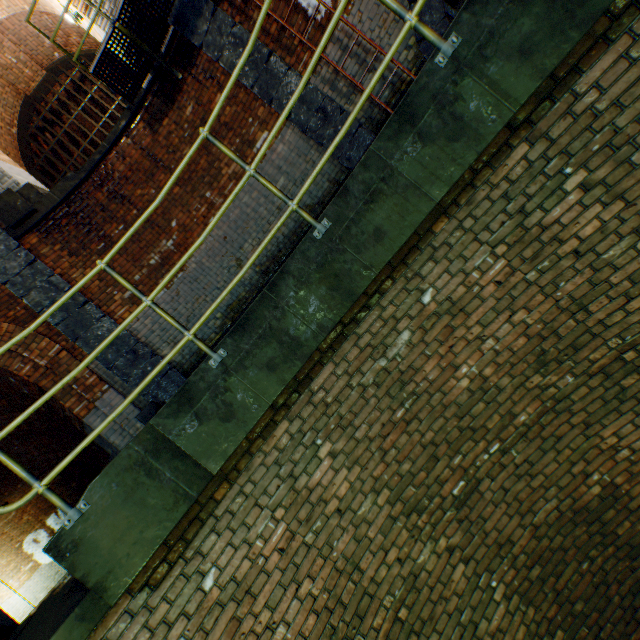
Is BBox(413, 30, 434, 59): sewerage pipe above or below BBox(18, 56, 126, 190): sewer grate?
below

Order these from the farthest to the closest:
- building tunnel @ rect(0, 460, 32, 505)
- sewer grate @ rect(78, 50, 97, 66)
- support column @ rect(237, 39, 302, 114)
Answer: building tunnel @ rect(0, 460, 32, 505) → sewer grate @ rect(78, 50, 97, 66) → support column @ rect(237, 39, 302, 114)

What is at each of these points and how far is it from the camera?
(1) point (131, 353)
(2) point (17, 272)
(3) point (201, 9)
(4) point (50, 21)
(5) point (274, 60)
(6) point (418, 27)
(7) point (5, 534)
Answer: (1) support column, 5.7m
(2) support column, 5.6m
(3) support column, 5.4m
(4) building tunnel, 7.9m
(5) support column, 5.3m
(6) railing, 2.1m
(7) building tunnel, 13.9m

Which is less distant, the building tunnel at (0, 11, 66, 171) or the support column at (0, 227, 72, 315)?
the support column at (0, 227, 72, 315)

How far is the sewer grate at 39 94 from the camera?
8.86m

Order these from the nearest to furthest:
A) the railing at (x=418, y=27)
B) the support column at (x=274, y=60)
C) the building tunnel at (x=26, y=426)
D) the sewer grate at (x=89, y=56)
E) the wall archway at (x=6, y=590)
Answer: the railing at (x=418, y=27), the support column at (x=274, y=60), the sewer grate at (x=89, y=56), the building tunnel at (x=26, y=426), the wall archway at (x=6, y=590)

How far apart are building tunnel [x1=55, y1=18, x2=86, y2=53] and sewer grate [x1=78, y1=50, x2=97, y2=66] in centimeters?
0cm

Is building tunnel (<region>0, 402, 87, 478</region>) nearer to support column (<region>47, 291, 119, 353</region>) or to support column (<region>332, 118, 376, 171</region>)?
support column (<region>47, 291, 119, 353</region>)
